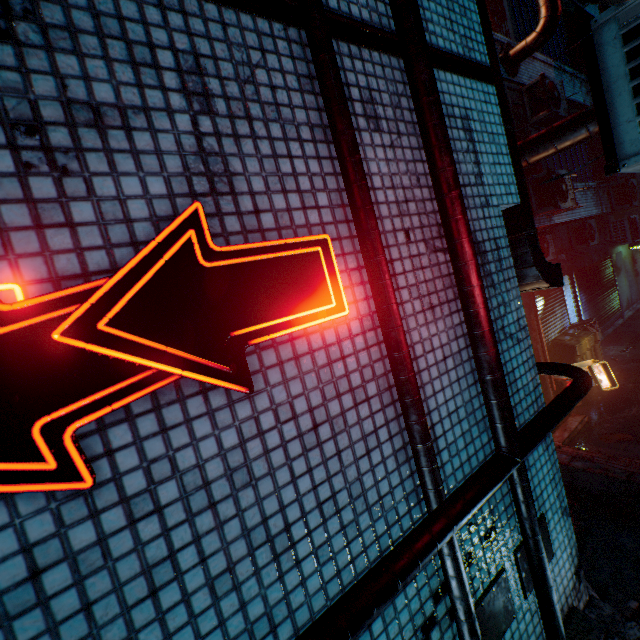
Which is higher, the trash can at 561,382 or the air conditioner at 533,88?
the air conditioner at 533,88

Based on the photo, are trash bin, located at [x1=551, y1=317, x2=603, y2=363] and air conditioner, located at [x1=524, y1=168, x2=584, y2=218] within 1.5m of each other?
no

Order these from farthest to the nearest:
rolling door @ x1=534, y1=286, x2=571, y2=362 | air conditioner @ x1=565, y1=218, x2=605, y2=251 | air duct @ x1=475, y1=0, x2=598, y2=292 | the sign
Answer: air conditioner @ x1=565, y1=218, x2=605, y2=251
rolling door @ x1=534, y1=286, x2=571, y2=362
air duct @ x1=475, y1=0, x2=598, y2=292
the sign

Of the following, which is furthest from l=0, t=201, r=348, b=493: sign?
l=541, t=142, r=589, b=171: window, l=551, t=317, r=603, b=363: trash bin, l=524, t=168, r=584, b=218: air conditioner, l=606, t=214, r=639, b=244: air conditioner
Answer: l=606, t=214, r=639, b=244: air conditioner

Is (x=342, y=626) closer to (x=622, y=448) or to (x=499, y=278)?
(x=499, y=278)

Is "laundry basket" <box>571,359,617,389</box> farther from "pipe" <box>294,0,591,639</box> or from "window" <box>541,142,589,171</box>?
"pipe" <box>294,0,591,639</box>

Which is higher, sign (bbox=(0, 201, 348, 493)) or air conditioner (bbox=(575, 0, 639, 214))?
air conditioner (bbox=(575, 0, 639, 214))

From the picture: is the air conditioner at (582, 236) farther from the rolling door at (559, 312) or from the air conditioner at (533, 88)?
the air conditioner at (533, 88)
